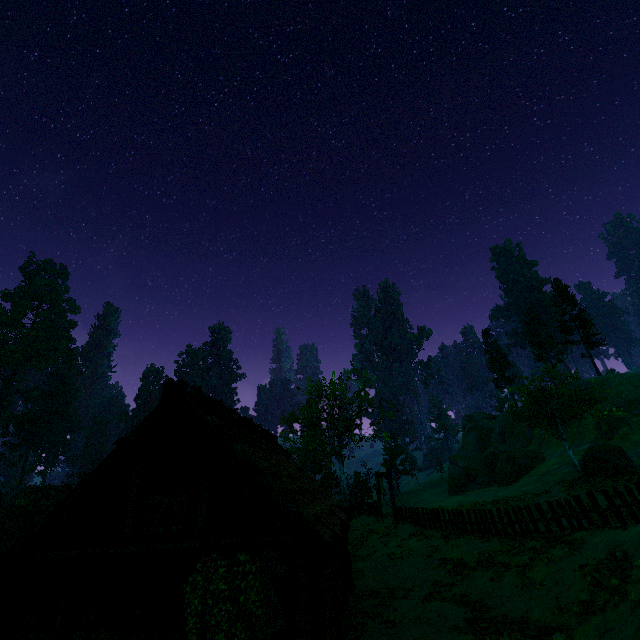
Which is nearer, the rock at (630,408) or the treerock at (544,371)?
the treerock at (544,371)

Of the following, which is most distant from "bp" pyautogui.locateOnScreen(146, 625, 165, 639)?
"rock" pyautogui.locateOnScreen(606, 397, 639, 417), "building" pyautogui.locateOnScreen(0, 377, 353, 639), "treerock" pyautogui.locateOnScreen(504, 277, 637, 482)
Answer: "rock" pyautogui.locateOnScreen(606, 397, 639, 417)

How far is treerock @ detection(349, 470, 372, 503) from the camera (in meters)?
36.28

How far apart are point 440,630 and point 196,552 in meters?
9.3

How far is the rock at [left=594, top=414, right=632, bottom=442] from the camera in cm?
3634

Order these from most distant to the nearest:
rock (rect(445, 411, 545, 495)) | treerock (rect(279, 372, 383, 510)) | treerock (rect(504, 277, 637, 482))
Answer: rock (rect(445, 411, 545, 495)) < treerock (rect(279, 372, 383, 510)) < treerock (rect(504, 277, 637, 482))

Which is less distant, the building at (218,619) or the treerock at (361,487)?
the building at (218,619)
